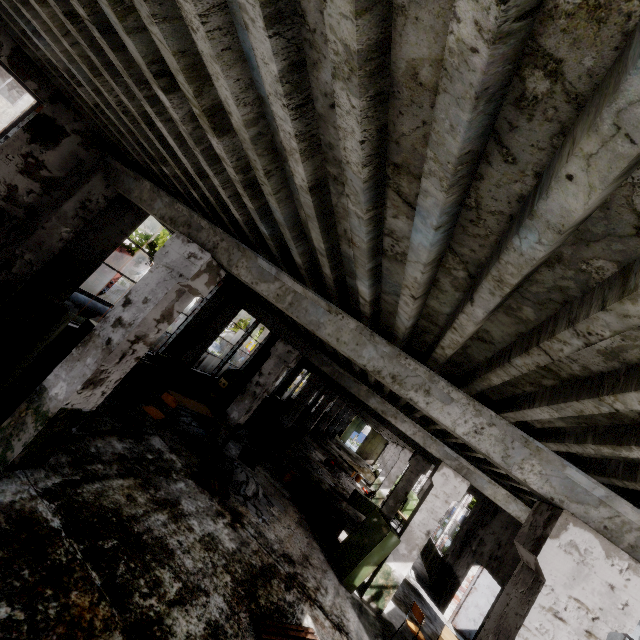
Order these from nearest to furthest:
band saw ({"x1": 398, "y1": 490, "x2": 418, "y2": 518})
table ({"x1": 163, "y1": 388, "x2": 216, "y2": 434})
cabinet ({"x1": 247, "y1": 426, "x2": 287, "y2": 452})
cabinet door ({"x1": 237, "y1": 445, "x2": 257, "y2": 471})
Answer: table ({"x1": 163, "y1": 388, "x2": 216, "y2": 434}) < cabinet door ({"x1": 237, "y1": 445, "x2": 257, "y2": 471}) < cabinet ({"x1": 247, "y1": 426, "x2": 287, "y2": 452}) < band saw ({"x1": 398, "y1": 490, "x2": 418, "y2": 518})

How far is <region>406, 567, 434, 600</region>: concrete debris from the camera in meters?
12.0

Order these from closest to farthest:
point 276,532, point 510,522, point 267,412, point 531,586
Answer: point 531,586 < point 276,532 < point 510,522 < point 267,412

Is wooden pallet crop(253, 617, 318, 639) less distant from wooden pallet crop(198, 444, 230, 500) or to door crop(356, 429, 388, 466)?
wooden pallet crop(198, 444, 230, 500)

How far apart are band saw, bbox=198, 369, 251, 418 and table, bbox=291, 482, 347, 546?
4.1m

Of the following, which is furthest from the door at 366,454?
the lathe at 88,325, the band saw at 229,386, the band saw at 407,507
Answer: the lathe at 88,325

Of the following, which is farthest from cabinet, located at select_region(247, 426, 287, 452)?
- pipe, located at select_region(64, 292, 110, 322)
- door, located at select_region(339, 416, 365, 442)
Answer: door, located at select_region(339, 416, 365, 442)

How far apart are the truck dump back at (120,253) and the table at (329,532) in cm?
1285
